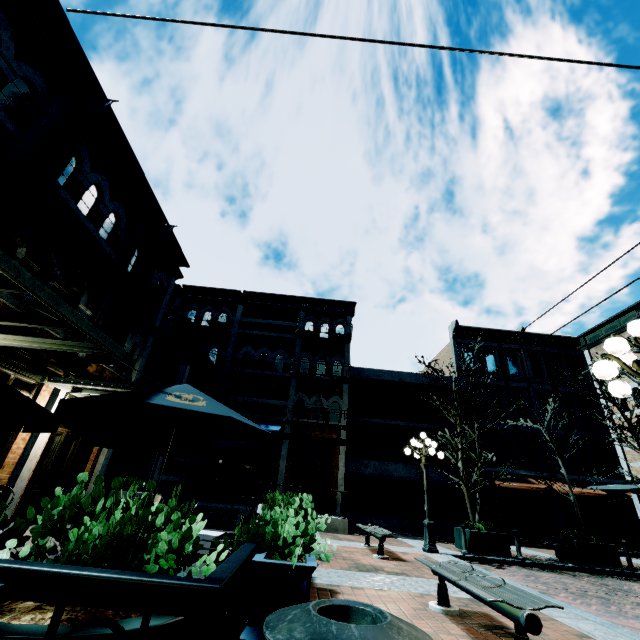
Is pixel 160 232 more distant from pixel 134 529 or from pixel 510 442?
pixel 510 442

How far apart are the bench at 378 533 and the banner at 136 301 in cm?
816

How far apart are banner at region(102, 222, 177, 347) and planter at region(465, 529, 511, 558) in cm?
1236

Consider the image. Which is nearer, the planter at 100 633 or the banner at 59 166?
the planter at 100 633

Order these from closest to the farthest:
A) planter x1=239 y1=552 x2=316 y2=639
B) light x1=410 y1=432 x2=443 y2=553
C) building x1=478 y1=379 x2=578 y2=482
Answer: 1. planter x1=239 y1=552 x2=316 y2=639
2. light x1=410 y1=432 x2=443 y2=553
3. building x1=478 y1=379 x2=578 y2=482

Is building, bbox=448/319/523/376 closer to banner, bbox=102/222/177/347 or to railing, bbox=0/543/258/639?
railing, bbox=0/543/258/639

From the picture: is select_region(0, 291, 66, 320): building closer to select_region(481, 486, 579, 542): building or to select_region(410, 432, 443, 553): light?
select_region(410, 432, 443, 553): light

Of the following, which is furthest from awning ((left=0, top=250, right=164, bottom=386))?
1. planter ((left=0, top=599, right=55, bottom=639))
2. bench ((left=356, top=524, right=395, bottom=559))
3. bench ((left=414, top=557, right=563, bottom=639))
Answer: bench ((left=356, top=524, right=395, bottom=559))
